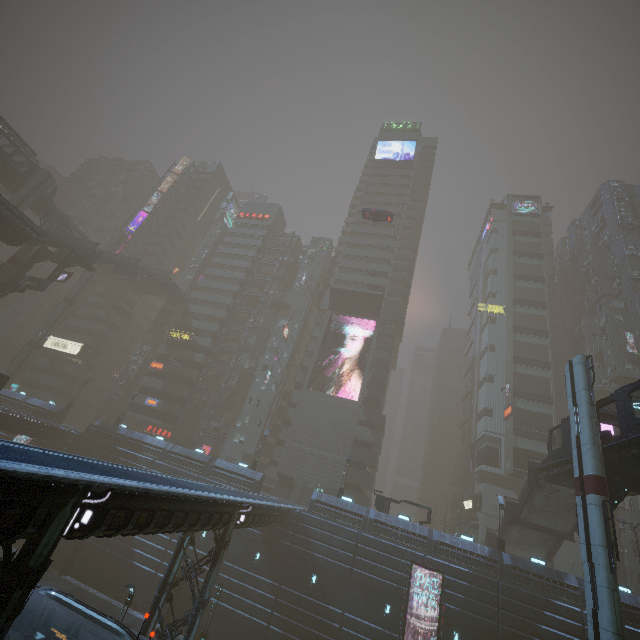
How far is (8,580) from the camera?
8.38m

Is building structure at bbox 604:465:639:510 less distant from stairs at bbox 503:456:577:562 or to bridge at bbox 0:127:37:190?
stairs at bbox 503:456:577:562

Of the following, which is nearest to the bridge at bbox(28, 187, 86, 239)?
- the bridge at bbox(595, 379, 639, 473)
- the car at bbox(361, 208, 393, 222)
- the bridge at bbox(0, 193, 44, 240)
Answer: the car at bbox(361, 208, 393, 222)

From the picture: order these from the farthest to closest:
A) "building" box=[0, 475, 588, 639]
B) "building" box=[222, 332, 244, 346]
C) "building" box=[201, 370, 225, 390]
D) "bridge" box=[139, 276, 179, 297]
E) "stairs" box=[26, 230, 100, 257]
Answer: "building" box=[222, 332, 244, 346], "bridge" box=[139, 276, 179, 297], "building" box=[201, 370, 225, 390], "stairs" box=[26, 230, 100, 257], "building" box=[0, 475, 588, 639]

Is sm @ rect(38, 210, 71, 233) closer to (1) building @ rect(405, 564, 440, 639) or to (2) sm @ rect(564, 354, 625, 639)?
(1) building @ rect(405, 564, 440, 639)

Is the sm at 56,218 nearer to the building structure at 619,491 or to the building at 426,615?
the building at 426,615

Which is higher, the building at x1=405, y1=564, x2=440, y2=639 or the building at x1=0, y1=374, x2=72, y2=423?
the building at x1=0, y1=374, x2=72, y2=423

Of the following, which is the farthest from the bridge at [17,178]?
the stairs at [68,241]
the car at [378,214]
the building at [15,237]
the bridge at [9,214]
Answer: the bridge at [9,214]
